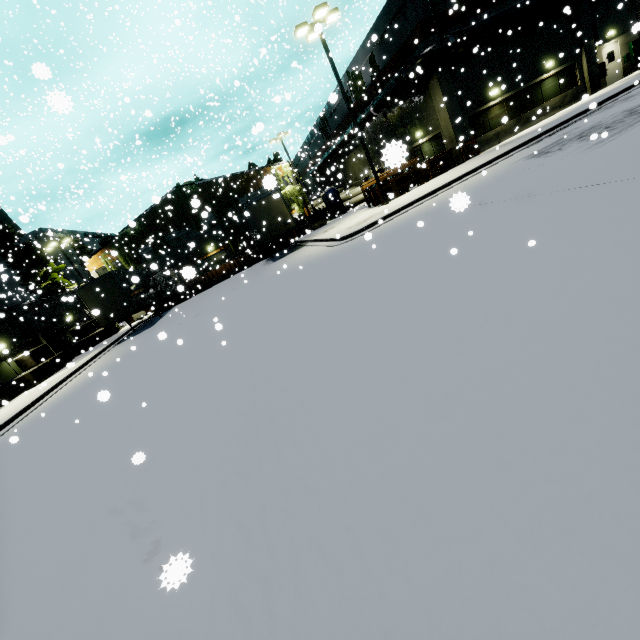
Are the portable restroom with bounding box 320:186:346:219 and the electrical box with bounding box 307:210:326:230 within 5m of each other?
yes

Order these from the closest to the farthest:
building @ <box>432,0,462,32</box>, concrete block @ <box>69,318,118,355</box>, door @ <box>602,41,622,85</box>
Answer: building @ <box>432,0,462,32</box>
door @ <box>602,41,622,85</box>
concrete block @ <box>69,318,118,355</box>

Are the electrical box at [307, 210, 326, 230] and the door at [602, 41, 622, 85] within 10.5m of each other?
no

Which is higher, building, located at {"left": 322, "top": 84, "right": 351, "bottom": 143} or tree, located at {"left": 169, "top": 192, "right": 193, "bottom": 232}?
building, located at {"left": 322, "top": 84, "right": 351, "bottom": 143}

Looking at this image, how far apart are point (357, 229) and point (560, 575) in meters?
14.4 m

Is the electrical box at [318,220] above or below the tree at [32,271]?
below

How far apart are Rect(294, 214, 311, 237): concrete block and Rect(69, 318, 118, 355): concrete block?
18.73m

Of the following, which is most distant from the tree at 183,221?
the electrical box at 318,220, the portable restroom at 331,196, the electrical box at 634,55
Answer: the electrical box at 634,55
